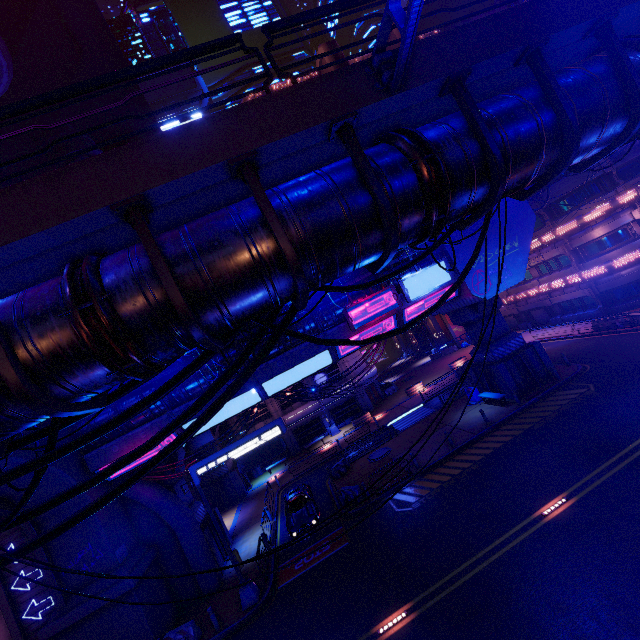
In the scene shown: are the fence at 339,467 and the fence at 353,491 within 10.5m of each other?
yes

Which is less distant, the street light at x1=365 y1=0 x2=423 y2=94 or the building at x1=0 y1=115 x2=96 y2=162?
the street light at x1=365 y1=0 x2=423 y2=94

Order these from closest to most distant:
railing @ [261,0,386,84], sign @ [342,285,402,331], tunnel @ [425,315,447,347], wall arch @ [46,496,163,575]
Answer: railing @ [261,0,386,84] → wall arch @ [46,496,163,575] → sign @ [342,285,402,331] → tunnel @ [425,315,447,347]

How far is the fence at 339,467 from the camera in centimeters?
2509cm

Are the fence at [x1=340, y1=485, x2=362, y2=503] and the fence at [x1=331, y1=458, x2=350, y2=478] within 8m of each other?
yes

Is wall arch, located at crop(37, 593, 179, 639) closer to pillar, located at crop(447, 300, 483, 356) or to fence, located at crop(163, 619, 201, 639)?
fence, located at crop(163, 619, 201, 639)

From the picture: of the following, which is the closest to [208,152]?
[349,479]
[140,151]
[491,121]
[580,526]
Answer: [140,151]

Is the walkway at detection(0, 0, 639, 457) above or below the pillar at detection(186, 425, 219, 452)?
above
